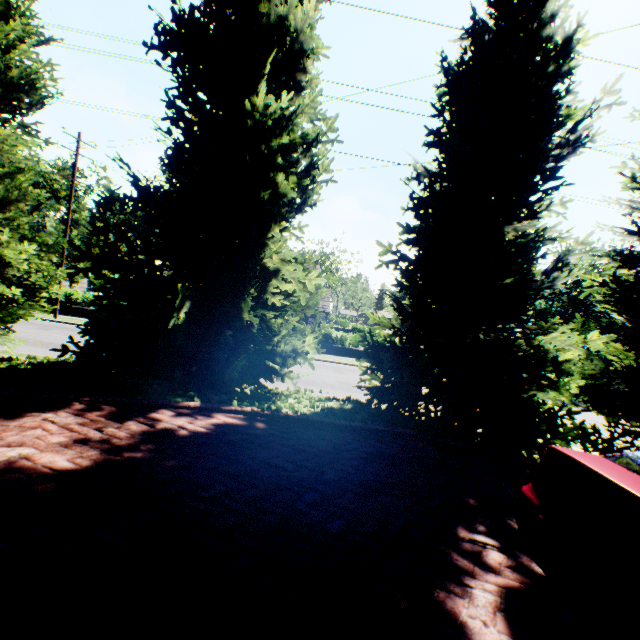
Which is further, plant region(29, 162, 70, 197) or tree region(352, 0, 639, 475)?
plant region(29, 162, 70, 197)

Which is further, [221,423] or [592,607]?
[221,423]

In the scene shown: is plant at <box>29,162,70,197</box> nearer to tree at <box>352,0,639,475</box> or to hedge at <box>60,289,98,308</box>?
tree at <box>352,0,639,475</box>

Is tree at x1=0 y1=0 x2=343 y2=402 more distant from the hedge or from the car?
the hedge

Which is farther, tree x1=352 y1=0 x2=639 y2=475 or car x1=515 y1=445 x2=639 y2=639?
tree x1=352 y1=0 x2=639 y2=475

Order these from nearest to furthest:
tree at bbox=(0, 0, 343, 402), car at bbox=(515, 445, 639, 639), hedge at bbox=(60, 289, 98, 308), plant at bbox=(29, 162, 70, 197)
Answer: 1. car at bbox=(515, 445, 639, 639)
2. tree at bbox=(0, 0, 343, 402)
3. hedge at bbox=(60, 289, 98, 308)
4. plant at bbox=(29, 162, 70, 197)

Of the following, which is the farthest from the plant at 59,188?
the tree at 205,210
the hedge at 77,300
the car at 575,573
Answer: the car at 575,573

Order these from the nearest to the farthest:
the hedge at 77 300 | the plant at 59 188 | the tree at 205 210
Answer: the tree at 205 210, the hedge at 77 300, the plant at 59 188
